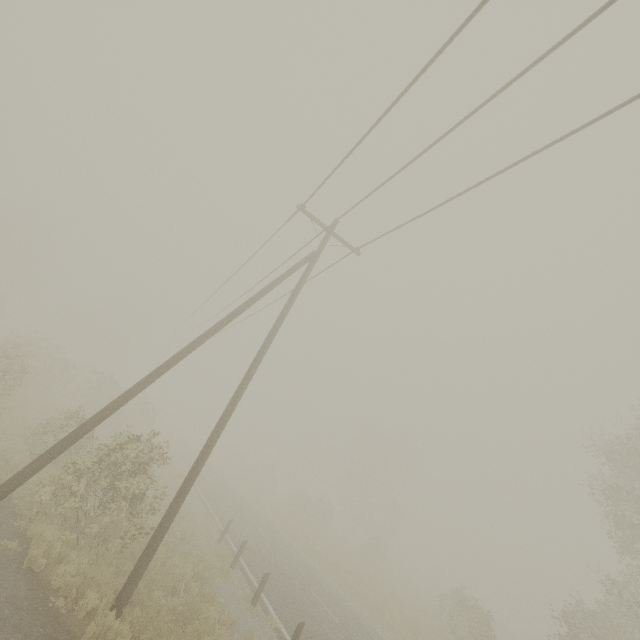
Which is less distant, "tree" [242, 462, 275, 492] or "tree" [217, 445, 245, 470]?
"tree" [242, 462, 275, 492]

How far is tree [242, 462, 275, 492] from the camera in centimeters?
4756cm

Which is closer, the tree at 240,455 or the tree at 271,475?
the tree at 271,475

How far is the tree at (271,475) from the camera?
47.6 meters

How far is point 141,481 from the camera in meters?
9.0 m
